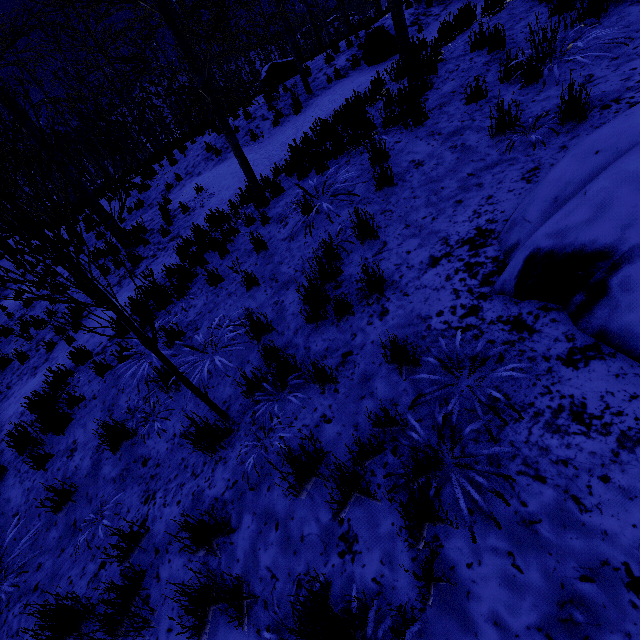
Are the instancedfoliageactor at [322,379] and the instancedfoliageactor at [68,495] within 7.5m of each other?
yes

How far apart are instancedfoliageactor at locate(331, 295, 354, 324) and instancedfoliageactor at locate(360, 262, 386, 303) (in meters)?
Result: 0.25

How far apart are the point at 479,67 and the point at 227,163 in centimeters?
807cm

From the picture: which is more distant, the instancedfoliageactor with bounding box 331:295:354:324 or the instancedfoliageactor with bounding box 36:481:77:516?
the instancedfoliageactor with bounding box 36:481:77:516

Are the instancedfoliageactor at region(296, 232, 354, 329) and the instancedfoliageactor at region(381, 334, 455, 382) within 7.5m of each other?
yes

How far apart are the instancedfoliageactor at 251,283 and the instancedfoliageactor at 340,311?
1.7 meters

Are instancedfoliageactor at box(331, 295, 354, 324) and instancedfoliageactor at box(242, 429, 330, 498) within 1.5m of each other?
yes

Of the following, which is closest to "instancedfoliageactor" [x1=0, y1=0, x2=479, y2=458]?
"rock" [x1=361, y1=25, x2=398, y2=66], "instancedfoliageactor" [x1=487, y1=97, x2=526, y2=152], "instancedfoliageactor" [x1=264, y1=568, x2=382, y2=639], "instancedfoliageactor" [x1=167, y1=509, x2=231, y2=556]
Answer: "rock" [x1=361, y1=25, x2=398, y2=66]
